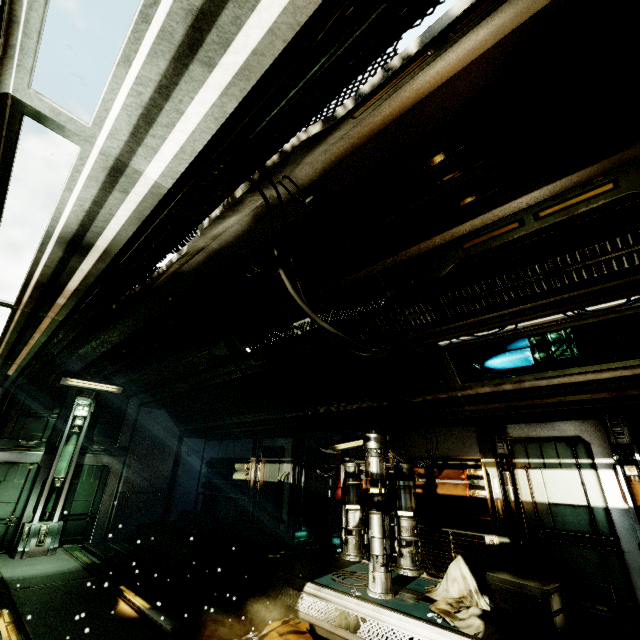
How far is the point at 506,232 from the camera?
3.46m

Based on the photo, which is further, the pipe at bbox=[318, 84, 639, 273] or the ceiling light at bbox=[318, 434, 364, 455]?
the ceiling light at bbox=[318, 434, 364, 455]

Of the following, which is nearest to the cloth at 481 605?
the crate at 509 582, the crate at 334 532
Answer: the crate at 509 582

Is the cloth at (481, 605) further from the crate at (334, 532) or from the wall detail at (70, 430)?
the wall detail at (70, 430)

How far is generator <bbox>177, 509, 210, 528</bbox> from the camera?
9.84m

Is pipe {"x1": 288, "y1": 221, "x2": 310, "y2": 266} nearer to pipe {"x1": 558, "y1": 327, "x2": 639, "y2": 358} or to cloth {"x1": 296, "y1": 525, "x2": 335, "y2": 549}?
pipe {"x1": 558, "y1": 327, "x2": 639, "y2": 358}

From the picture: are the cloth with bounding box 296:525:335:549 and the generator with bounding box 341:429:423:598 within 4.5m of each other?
yes

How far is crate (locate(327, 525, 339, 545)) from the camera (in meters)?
8.23
